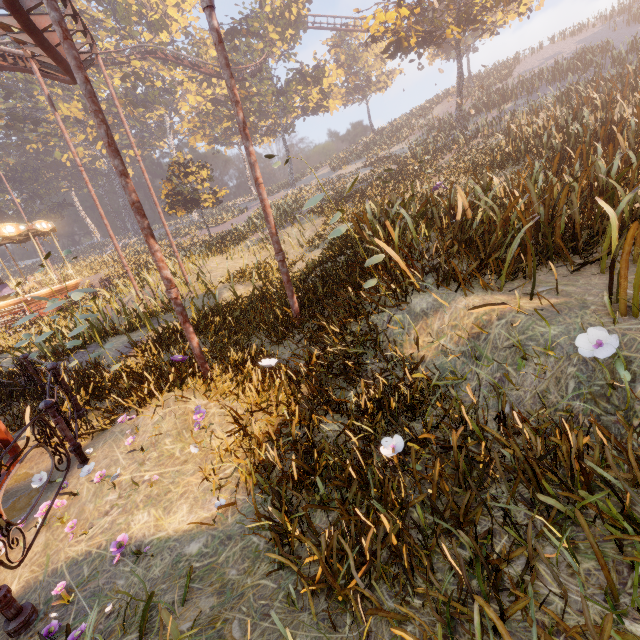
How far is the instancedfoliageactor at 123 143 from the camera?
40.42m

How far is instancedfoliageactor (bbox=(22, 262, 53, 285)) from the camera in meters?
5.6 m

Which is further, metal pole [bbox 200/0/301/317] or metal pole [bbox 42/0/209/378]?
metal pole [bbox 200/0/301/317]

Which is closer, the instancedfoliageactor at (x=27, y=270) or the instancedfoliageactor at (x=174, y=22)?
the instancedfoliageactor at (x=27, y=270)

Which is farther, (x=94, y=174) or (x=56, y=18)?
(x=94, y=174)

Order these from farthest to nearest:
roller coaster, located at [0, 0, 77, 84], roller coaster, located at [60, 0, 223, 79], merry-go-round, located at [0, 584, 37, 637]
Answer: roller coaster, located at [60, 0, 223, 79] → roller coaster, located at [0, 0, 77, 84] → merry-go-round, located at [0, 584, 37, 637]

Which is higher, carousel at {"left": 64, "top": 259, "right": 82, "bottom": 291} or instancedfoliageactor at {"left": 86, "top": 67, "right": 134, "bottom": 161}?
instancedfoliageactor at {"left": 86, "top": 67, "right": 134, "bottom": 161}

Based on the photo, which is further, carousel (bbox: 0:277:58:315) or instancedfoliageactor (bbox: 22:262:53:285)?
carousel (bbox: 0:277:58:315)
